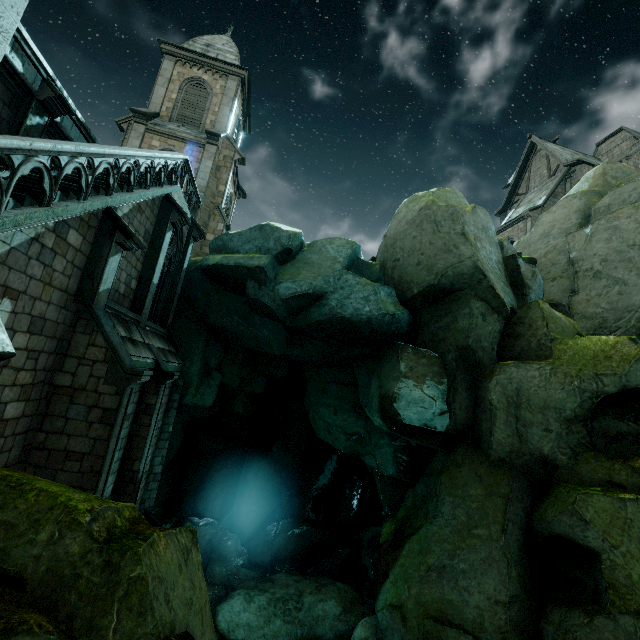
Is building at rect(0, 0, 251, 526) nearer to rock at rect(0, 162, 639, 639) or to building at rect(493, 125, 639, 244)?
rock at rect(0, 162, 639, 639)

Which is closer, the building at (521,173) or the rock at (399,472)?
the rock at (399,472)

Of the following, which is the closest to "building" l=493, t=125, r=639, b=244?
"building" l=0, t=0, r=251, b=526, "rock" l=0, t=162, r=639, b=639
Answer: "rock" l=0, t=162, r=639, b=639

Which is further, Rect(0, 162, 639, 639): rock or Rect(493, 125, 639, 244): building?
Rect(493, 125, 639, 244): building

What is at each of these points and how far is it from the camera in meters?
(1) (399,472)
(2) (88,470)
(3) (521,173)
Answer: (1) rock, 12.6
(2) building, 6.9
(3) building, 31.6

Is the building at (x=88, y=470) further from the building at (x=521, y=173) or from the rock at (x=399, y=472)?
the building at (x=521, y=173)
